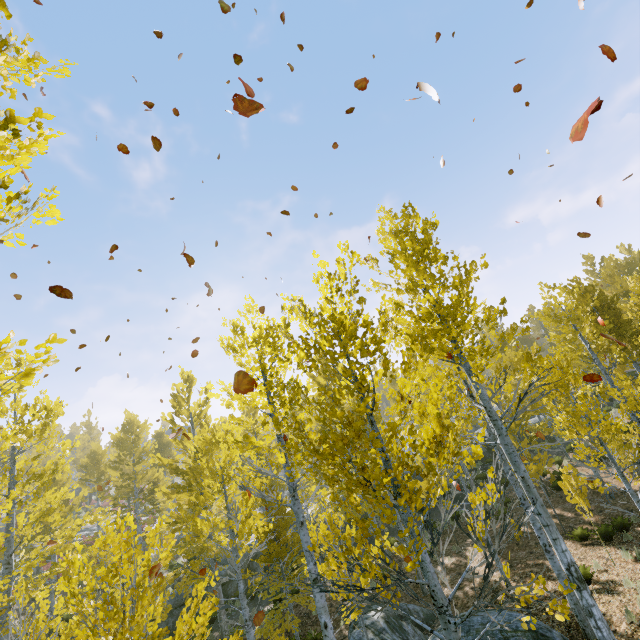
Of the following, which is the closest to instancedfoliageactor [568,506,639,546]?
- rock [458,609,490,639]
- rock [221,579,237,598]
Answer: rock [221,579,237,598]

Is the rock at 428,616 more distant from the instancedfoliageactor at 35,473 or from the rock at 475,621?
the instancedfoliageactor at 35,473

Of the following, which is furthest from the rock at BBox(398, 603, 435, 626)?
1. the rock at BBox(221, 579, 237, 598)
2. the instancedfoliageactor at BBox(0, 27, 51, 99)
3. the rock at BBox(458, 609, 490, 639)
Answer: the rock at BBox(221, 579, 237, 598)

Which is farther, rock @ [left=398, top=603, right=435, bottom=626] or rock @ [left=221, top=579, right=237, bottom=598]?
rock @ [left=221, top=579, right=237, bottom=598]

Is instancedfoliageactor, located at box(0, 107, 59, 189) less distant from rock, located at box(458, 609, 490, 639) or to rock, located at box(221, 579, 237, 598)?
rock, located at box(221, 579, 237, 598)

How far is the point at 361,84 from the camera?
5.57m

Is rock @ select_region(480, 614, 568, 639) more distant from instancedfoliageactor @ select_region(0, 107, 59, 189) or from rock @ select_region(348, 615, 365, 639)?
instancedfoliageactor @ select_region(0, 107, 59, 189)

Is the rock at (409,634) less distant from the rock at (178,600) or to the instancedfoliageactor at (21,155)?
the instancedfoliageactor at (21,155)
